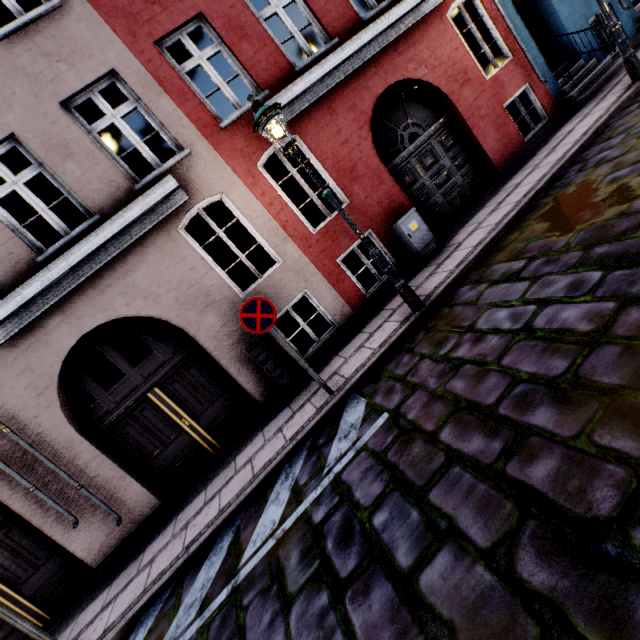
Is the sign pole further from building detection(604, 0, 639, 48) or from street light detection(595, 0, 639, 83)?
street light detection(595, 0, 639, 83)

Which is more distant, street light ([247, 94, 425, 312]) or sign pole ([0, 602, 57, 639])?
street light ([247, 94, 425, 312])

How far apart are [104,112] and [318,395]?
6.32m

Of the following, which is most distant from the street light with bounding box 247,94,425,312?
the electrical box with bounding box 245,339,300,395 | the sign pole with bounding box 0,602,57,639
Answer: the sign pole with bounding box 0,602,57,639

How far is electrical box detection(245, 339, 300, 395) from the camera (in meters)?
5.98

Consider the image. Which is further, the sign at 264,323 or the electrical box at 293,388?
the electrical box at 293,388

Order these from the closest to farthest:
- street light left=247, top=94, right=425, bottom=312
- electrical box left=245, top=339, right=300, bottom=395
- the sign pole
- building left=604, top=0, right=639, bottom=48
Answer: the sign pole < street light left=247, top=94, right=425, bottom=312 < electrical box left=245, top=339, right=300, bottom=395 < building left=604, top=0, right=639, bottom=48

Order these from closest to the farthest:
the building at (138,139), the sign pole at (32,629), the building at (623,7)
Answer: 1. the sign pole at (32,629)
2. the building at (138,139)
3. the building at (623,7)
